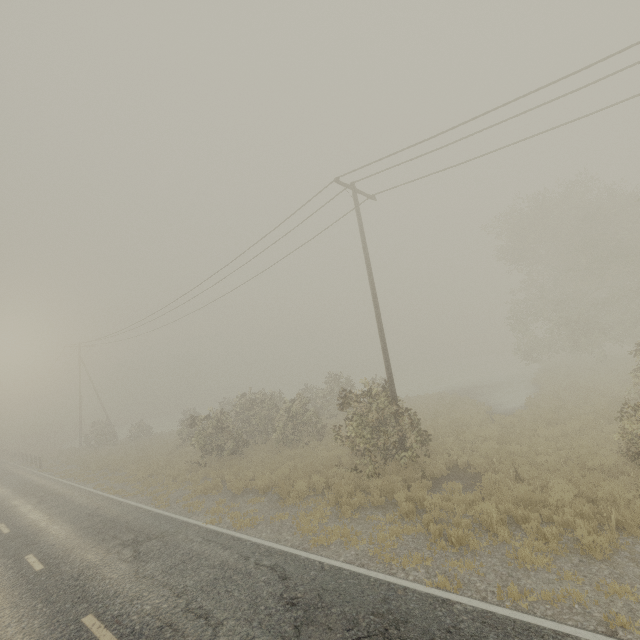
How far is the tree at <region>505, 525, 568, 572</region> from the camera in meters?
6.3 m

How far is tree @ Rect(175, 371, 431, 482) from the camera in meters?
11.9

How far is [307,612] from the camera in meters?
5.8

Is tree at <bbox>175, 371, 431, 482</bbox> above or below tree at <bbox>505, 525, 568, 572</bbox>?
above

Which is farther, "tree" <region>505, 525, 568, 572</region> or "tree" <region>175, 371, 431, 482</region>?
"tree" <region>175, 371, 431, 482</region>

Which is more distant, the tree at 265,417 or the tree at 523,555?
the tree at 265,417

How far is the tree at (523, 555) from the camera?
6.3 meters
